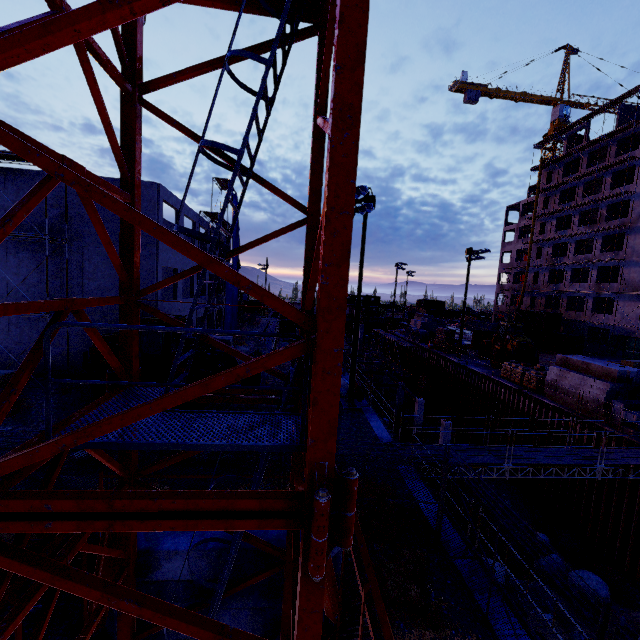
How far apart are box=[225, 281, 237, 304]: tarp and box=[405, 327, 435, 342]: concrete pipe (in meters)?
23.34

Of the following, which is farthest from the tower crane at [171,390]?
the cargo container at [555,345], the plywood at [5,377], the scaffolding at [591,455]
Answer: the cargo container at [555,345]

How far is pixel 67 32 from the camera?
1.77m

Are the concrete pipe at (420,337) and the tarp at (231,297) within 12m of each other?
no

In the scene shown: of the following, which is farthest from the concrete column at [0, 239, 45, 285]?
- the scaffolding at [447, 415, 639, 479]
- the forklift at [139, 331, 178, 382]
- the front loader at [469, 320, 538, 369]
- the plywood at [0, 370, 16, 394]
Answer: the front loader at [469, 320, 538, 369]

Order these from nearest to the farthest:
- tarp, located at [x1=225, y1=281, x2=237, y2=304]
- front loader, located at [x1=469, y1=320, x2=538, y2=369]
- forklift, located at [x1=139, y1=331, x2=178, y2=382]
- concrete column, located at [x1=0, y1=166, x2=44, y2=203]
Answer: forklift, located at [x1=139, y1=331, x2=178, y2=382] < concrete column, located at [x1=0, y1=166, x2=44, y2=203] < front loader, located at [x1=469, y1=320, x2=538, y2=369] < tarp, located at [x1=225, y1=281, x2=237, y2=304]

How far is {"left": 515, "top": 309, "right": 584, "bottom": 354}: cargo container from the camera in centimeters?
4062cm

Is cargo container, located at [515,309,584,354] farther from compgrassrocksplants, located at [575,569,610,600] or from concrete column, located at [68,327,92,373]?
concrete column, located at [68,327,92,373]
